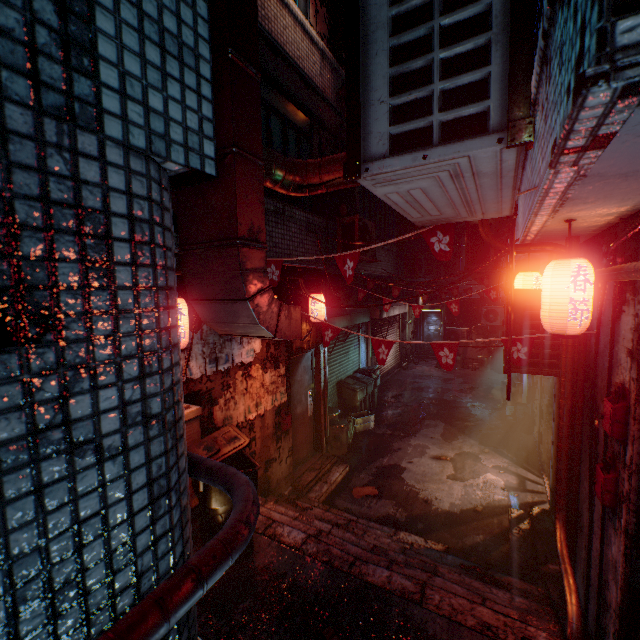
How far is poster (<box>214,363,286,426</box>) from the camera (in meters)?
3.93

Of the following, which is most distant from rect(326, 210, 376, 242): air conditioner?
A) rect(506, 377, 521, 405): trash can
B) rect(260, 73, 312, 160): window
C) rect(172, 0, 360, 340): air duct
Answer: rect(506, 377, 521, 405): trash can

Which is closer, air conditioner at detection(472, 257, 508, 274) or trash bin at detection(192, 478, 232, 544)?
trash bin at detection(192, 478, 232, 544)

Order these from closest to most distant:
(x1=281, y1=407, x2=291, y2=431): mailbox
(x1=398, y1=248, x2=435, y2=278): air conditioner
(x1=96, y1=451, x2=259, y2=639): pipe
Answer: (x1=96, y1=451, x2=259, y2=639): pipe
(x1=281, y1=407, x2=291, y2=431): mailbox
(x1=398, y1=248, x2=435, y2=278): air conditioner

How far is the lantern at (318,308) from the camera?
5.3 meters

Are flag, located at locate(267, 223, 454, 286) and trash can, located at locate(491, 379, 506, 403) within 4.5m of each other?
no

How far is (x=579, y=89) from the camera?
0.7 meters

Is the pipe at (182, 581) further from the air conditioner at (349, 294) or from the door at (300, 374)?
the air conditioner at (349, 294)
